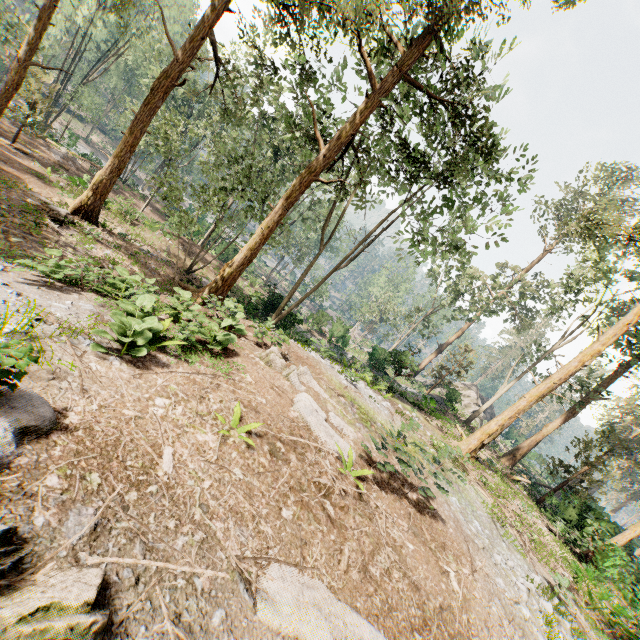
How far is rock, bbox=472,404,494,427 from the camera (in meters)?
37.47

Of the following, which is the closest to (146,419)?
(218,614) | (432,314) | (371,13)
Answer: (218,614)

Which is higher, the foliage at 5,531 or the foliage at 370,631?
the foliage at 5,531

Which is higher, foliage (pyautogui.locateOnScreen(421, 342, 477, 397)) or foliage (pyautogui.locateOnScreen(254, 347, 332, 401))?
foliage (pyautogui.locateOnScreen(421, 342, 477, 397))

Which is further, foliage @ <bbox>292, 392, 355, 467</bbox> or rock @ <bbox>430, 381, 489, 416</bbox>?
rock @ <bbox>430, 381, 489, 416</bbox>

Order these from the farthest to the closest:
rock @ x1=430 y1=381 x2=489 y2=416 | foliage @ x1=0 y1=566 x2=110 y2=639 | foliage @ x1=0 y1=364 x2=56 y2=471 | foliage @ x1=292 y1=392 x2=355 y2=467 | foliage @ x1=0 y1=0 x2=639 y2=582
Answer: rock @ x1=430 y1=381 x2=489 y2=416 → foliage @ x1=0 y1=0 x2=639 y2=582 → foliage @ x1=292 y1=392 x2=355 y2=467 → foliage @ x1=0 y1=364 x2=56 y2=471 → foliage @ x1=0 y1=566 x2=110 y2=639

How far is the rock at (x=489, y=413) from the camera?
→ 37.5 meters
